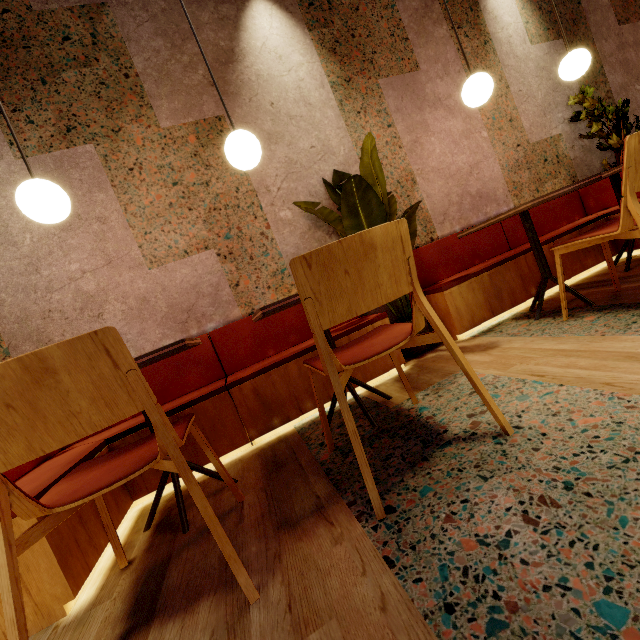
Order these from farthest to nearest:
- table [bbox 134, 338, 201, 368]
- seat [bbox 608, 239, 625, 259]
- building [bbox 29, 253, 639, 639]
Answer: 1. seat [bbox 608, 239, 625, 259]
2. table [bbox 134, 338, 201, 368]
3. building [bbox 29, 253, 639, 639]

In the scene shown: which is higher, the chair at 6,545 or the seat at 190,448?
the chair at 6,545

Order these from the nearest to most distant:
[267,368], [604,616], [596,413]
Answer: [604,616], [596,413], [267,368]

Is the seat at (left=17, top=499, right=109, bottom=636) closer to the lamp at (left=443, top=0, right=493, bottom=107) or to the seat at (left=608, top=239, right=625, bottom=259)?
the seat at (left=608, top=239, right=625, bottom=259)

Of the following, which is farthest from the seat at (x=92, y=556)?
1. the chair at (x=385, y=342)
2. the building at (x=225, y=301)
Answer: the chair at (x=385, y=342)

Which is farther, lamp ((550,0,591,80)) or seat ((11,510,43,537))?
lamp ((550,0,591,80))

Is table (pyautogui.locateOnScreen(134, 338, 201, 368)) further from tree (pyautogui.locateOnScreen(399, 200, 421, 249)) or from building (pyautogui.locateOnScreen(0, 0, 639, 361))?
tree (pyautogui.locateOnScreen(399, 200, 421, 249))

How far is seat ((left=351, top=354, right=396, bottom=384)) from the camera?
2.2m
